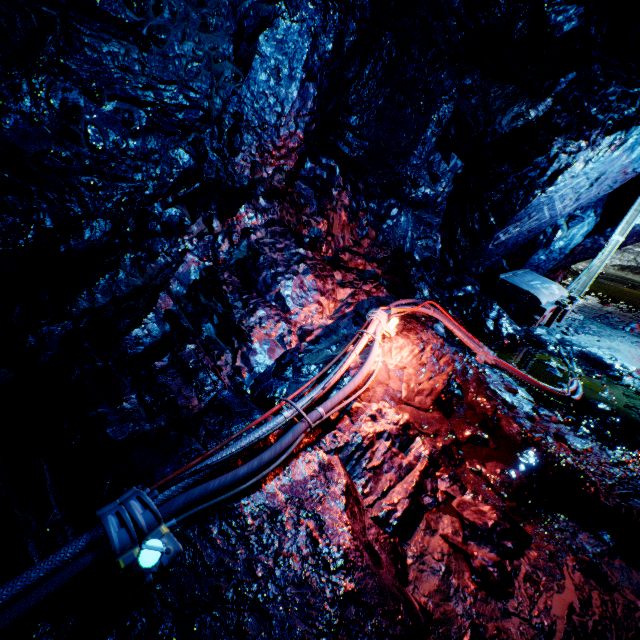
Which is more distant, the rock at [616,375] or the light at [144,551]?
the rock at [616,375]

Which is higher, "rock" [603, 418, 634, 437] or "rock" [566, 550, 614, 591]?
"rock" [566, 550, 614, 591]

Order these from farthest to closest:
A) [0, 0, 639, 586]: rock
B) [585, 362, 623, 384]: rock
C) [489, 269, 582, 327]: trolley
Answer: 1. [489, 269, 582, 327]: trolley
2. [585, 362, 623, 384]: rock
3. [0, 0, 639, 586]: rock

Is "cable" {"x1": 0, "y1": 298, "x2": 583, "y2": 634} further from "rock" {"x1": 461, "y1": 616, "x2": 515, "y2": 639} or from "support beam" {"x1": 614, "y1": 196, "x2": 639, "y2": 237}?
"support beam" {"x1": 614, "y1": 196, "x2": 639, "y2": 237}

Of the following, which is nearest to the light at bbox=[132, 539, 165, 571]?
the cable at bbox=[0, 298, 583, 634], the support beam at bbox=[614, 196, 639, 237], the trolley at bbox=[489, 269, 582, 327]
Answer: the cable at bbox=[0, 298, 583, 634]

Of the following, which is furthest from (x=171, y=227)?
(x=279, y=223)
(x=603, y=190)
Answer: (x=603, y=190)

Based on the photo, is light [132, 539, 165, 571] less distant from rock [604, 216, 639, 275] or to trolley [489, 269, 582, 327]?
rock [604, 216, 639, 275]

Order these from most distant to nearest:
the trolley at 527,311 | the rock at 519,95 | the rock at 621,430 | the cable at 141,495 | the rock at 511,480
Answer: the trolley at 527,311 < the rock at 621,430 < the rock at 511,480 < the rock at 519,95 < the cable at 141,495
